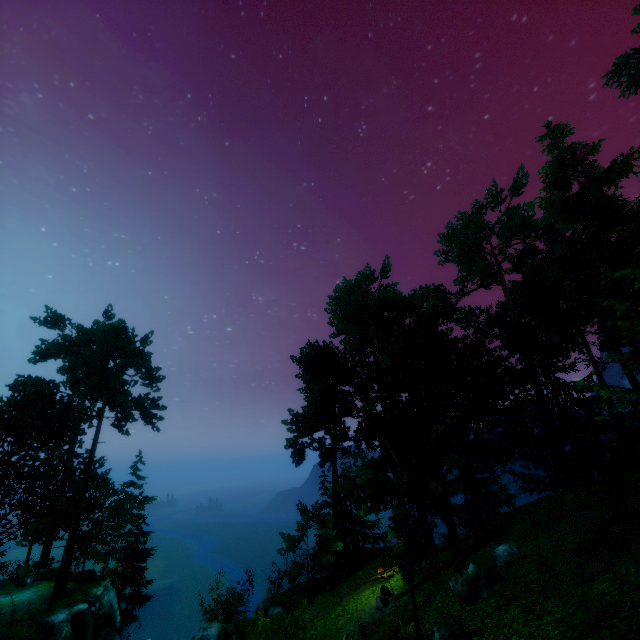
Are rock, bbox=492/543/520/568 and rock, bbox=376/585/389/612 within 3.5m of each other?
no

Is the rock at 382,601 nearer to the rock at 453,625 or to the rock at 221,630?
the rock at 221,630

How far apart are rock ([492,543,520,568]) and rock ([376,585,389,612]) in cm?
596

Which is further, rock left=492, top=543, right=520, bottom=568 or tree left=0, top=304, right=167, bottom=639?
tree left=0, top=304, right=167, bottom=639

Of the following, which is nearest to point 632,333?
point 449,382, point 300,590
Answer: point 449,382

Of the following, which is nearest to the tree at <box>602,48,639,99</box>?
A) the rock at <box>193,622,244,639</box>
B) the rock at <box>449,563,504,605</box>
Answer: the rock at <box>449,563,504,605</box>

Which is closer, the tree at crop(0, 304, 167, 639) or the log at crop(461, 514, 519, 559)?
the log at crop(461, 514, 519, 559)

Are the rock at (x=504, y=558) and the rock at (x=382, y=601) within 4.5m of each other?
no
